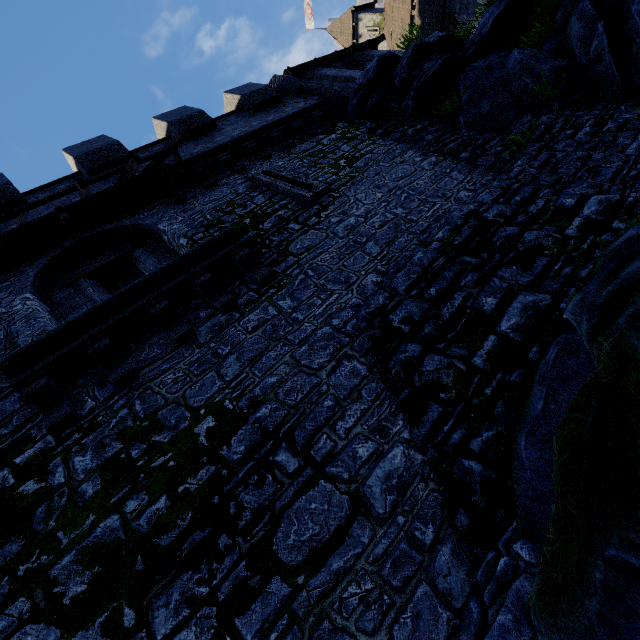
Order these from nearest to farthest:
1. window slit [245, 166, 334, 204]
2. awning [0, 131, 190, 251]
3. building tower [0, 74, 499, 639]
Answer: building tower [0, 74, 499, 639] → awning [0, 131, 190, 251] → window slit [245, 166, 334, 204]

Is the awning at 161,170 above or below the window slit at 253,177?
above

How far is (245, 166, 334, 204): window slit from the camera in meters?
7.8 m

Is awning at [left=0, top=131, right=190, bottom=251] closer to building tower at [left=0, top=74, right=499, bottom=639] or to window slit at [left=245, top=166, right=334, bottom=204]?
building tower at [left=0, top=74, right=499, bottom=639]

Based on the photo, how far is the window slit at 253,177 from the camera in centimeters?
778cm

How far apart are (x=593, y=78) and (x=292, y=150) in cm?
824

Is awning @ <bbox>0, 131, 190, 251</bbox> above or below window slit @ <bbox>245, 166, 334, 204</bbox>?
above

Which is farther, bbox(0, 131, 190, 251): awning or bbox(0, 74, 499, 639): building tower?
bbox(0, 131, 190, 251): awning
